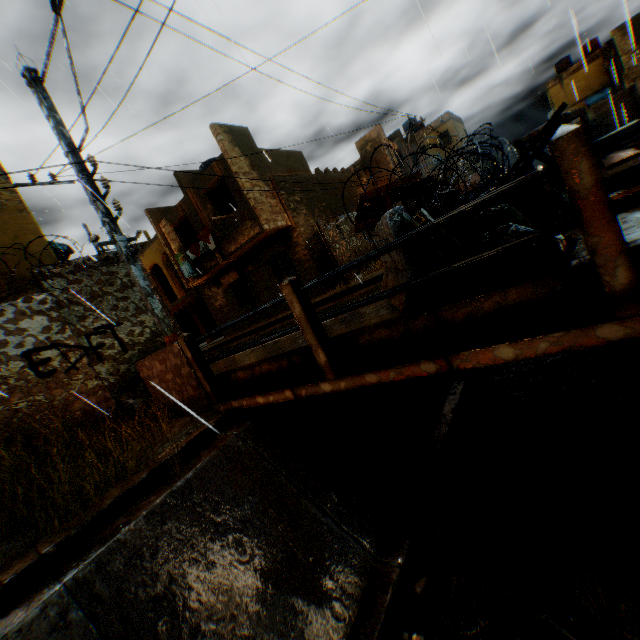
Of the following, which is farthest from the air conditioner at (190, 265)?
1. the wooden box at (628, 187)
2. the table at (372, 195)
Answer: the wooden box at (628, 187)

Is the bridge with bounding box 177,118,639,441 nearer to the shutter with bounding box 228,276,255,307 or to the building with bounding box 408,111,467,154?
the building with bounding box 408,111,467,154

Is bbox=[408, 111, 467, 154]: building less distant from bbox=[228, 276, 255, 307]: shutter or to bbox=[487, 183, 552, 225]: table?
bbox=[228, 276, 255, 307]: shutter

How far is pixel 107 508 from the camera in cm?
378

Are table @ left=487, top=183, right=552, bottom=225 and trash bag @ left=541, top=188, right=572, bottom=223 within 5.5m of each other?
yes

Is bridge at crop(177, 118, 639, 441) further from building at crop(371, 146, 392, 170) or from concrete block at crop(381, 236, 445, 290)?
building at crop(371, 146, 392, 170)

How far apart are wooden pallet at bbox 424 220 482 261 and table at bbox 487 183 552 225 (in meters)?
0.04

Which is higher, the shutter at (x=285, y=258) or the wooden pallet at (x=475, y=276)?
the shutter at (x=285, y=258)
